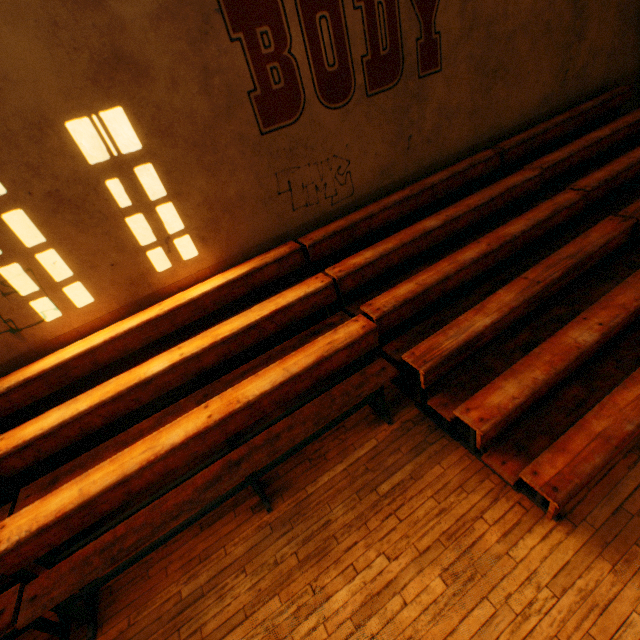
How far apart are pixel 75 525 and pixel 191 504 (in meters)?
0.98
